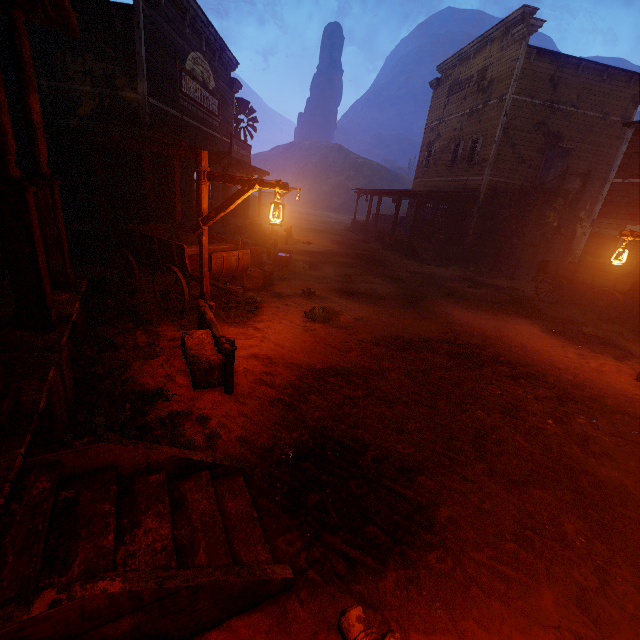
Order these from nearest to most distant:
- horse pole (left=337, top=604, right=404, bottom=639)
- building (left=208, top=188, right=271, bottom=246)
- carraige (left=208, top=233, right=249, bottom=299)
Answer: horse pole (left=337, top=604, right=404, bottom=639) → carraige (left=208, top=233, right=249, bottom=299) → building (left=208, top=188, right=271, bottom=246)

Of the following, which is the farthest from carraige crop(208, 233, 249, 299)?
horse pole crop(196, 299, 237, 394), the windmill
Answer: the windmill

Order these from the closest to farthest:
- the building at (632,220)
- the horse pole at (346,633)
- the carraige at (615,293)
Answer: the horse pole at (346,633) < the carraige at (615,293) < the building at (632,220)

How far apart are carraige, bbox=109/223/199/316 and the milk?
1.5m

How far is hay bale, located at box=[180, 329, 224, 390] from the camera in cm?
471

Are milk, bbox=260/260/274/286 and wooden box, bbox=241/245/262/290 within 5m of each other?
yes

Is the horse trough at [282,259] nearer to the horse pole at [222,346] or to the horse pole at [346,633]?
the horse pole at [222,346]

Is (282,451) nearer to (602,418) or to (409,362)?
(409,362)
